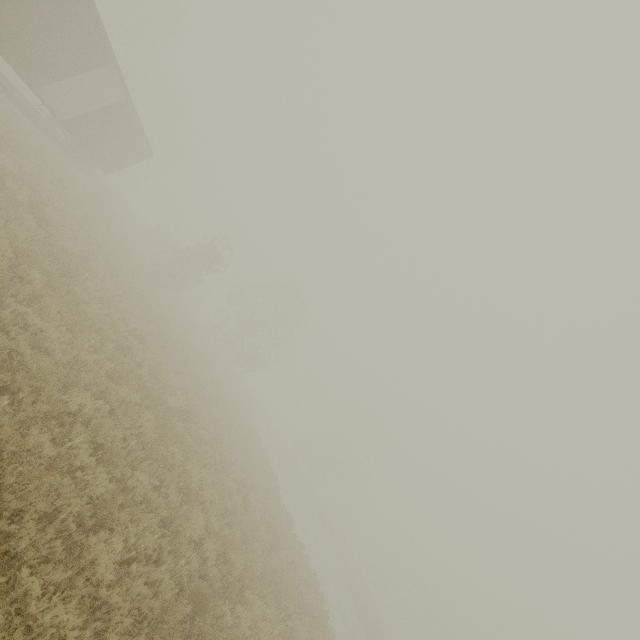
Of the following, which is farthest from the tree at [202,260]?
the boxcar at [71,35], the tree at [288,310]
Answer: the tree at [288,310]

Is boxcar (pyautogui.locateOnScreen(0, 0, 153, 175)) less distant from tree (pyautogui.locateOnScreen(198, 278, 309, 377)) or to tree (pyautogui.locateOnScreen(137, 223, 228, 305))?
tree (pyautogui.locateOnScreen(137, 223, 228, 305))

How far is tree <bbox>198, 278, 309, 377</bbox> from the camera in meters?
39.6 m

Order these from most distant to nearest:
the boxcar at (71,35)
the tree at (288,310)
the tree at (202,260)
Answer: the tree at (288,310), the tree at (202,260), the boxcar at (71,35)

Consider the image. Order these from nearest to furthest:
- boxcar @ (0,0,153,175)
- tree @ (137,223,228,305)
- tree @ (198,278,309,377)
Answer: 1. boxcar @ (0,0,153,175)
2. tree @ (137,223,228,305)
3. tree @ (198,278,309,377)

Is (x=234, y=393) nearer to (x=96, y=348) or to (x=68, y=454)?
(x=96, y=348)

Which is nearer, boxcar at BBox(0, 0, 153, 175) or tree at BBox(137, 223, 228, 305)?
boxcar at BBox(0, 0, 153, 175)

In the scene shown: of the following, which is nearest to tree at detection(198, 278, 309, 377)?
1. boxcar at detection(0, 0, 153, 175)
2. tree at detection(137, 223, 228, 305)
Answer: tree at detection(137, 223, 228, 305)
